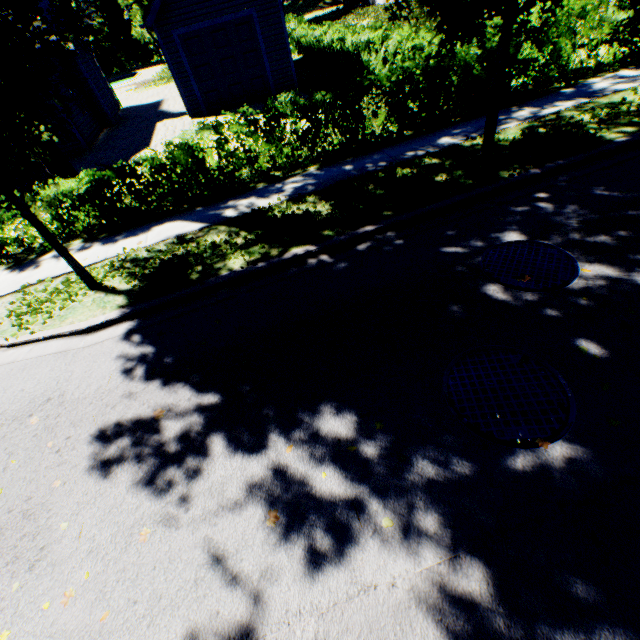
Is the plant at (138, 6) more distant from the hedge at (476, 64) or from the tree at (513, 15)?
the hedge at (476, 64)

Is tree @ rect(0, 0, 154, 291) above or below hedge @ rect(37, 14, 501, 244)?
above

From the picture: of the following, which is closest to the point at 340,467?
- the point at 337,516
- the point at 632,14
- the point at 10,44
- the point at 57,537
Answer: the point at 337,516

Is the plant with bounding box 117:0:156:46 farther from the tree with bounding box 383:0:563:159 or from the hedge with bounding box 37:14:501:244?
the hedge with bounding box 37:14:501:244

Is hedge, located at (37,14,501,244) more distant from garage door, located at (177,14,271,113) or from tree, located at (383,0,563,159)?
garage door, located at (177,14,271,113)

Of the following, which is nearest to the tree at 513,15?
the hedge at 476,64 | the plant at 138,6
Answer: the plant at 138,6

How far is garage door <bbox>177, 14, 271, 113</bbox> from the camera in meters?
13.2

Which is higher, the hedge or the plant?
the plant
